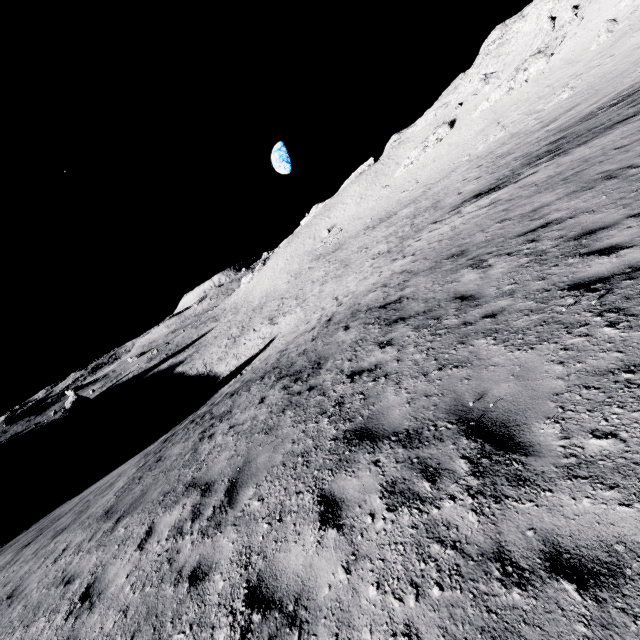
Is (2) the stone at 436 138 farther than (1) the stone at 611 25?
Yes

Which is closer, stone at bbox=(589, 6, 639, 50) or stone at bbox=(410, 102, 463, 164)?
stone at bbox=(589, 6, 639, 50)

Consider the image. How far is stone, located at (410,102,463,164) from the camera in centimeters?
5578cm

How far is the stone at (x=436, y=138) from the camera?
55.8 meters

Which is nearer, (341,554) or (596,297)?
(341,554)
